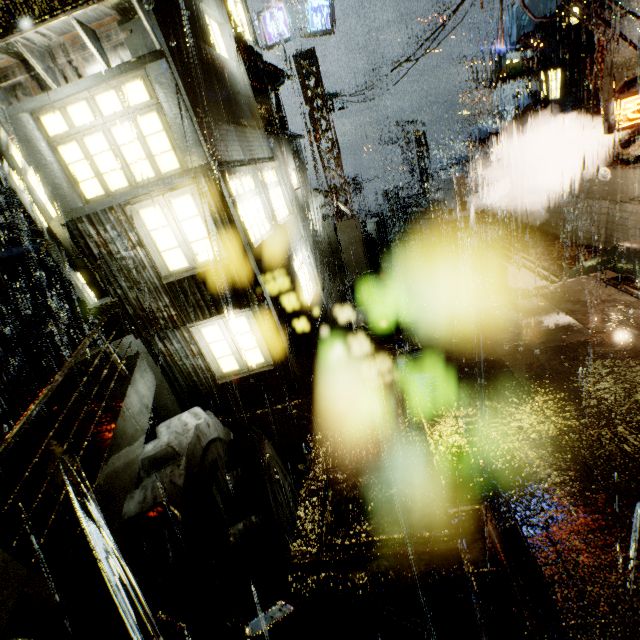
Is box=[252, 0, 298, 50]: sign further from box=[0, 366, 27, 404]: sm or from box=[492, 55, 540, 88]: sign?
box=[0, 366, 27, 404]: sm

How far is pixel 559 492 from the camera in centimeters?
392cm

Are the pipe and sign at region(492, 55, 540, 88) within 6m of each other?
yes

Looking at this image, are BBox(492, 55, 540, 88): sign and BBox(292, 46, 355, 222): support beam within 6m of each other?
no

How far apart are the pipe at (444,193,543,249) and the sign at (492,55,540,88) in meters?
4.9

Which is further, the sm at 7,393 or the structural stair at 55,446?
the sm at 7,393

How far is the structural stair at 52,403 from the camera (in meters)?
6.77

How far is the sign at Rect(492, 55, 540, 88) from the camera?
13.4 meters
